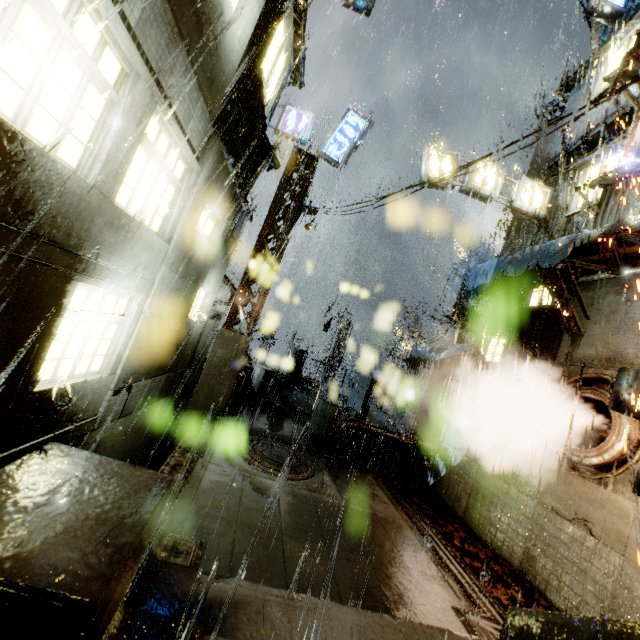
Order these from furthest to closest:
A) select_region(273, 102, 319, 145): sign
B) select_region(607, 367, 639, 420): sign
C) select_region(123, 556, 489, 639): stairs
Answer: select_region(273, 102, 319, 145): sign
select_region(607, 367, 639, 420): sign
select_region(123, 556, 489, 639): stairs

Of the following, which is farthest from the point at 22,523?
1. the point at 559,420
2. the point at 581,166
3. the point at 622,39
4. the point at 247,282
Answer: the point at 622,39

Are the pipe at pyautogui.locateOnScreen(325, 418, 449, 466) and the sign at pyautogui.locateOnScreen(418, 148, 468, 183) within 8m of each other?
no

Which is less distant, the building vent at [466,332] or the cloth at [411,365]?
the cloth at [411,365]

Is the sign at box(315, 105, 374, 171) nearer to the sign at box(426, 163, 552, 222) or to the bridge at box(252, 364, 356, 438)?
the sign at box(426, 163, 552, 222)

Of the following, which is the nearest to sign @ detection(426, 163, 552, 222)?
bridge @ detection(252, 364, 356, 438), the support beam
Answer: the support beam

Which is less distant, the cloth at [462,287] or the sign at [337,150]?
the cloth at [462,287]

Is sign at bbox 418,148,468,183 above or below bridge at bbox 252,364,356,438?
above
